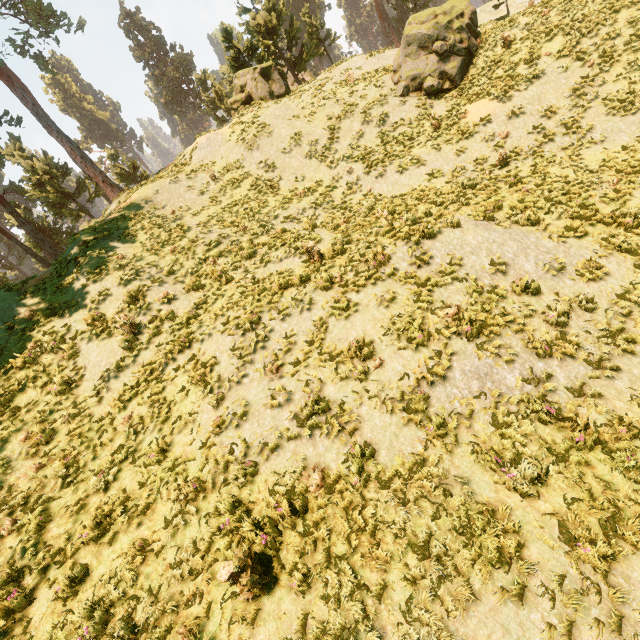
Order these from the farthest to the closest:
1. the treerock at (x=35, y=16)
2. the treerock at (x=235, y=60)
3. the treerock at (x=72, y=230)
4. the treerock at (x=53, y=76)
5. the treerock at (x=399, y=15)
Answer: the treerock at (x=53, y=76), the treerock at (x=35, y=16), the treerock at (x=235, y=60), the treerock at (x=72, y=230), the treerock at (x=399, y=15)

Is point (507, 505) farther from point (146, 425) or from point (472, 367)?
point (146, 425)

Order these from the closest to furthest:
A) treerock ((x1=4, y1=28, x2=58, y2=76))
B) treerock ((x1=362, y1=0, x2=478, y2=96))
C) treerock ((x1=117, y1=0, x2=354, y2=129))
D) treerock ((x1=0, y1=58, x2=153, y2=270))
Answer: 1. treerock ((x1=362, y1=0, x2=478, y2=96))
2. treerock ((x1=0, y1=58, x2=153, y2=270))
3. treerock ((x1=117, y1=0, x2=354, y2=129))
4. treerock ((x1=4, y1=28, x2=58, y2=76))

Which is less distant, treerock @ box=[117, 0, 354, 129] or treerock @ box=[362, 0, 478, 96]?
treerock @ box=[362, 0, 478, 96]

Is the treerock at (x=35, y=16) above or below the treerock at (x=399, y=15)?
above
